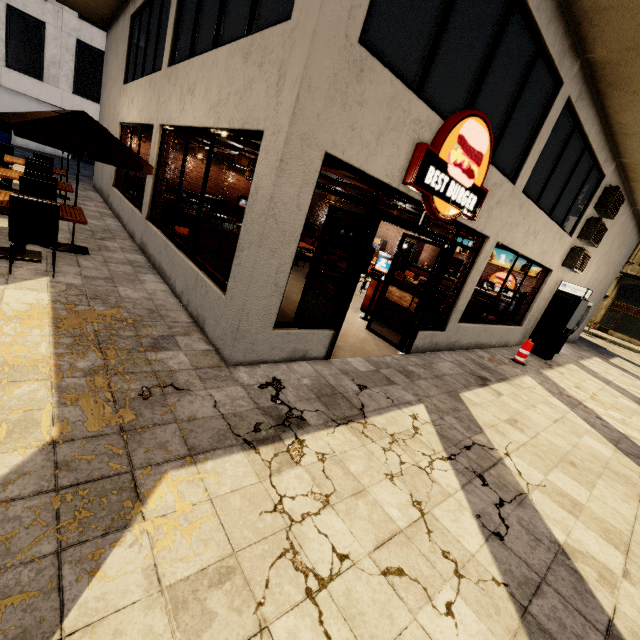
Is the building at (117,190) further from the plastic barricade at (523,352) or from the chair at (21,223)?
the chair at (21,223)

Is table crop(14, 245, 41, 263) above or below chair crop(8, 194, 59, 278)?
below

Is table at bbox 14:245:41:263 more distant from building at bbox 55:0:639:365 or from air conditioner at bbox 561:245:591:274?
air conditioner at bbox 561:245:591:274

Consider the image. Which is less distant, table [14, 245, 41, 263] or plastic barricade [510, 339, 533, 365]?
table [14, 245, 41, 263]

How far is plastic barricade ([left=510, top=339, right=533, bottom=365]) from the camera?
8.7m

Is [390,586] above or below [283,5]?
below

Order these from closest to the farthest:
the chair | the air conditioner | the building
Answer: the building → the chair → the air conditioner

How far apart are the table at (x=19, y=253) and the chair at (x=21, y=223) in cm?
52
